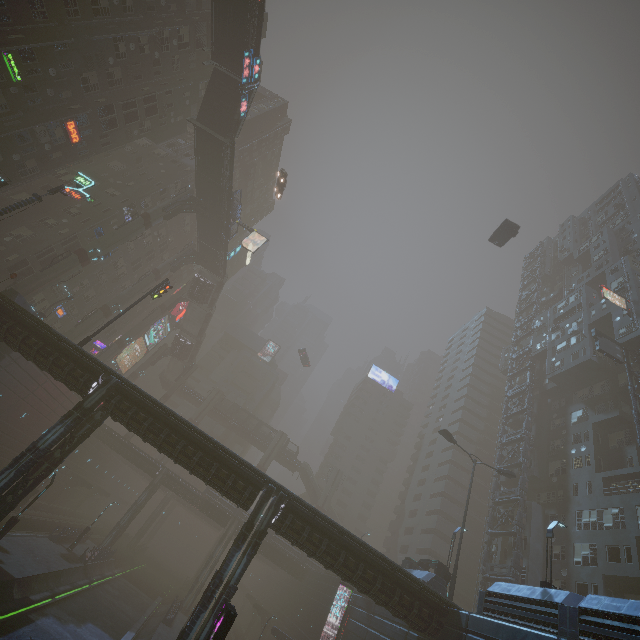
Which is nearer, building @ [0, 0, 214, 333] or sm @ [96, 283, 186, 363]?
building @ [0, 0, 214, 333]

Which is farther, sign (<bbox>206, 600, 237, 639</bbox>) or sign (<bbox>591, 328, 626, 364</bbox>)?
sign (<bbox>591, 328, 626, 364</bbox>)

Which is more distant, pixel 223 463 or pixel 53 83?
pixel 53 83

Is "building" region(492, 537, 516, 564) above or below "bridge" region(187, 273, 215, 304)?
below

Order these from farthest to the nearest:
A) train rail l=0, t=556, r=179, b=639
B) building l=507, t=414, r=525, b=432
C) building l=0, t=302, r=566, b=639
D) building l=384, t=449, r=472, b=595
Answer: building l=507, t=414, r=525, b=432 → building l=384, t=449, r=472, b=595 → train rail l=0, t=556, r=179, b=639 → building l=0, t=302, r=566, b=639

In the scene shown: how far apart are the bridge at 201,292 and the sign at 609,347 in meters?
53.3 m

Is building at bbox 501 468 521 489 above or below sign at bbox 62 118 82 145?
above

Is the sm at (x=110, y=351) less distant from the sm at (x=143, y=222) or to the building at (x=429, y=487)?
the building at (x=429, y=487)
